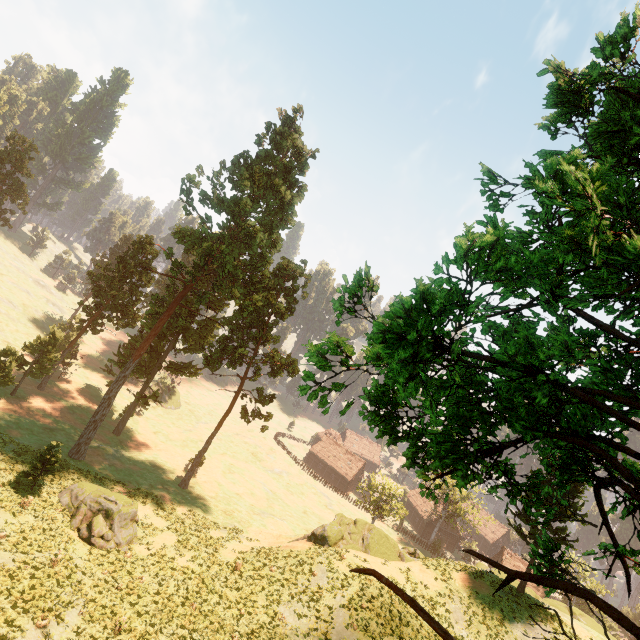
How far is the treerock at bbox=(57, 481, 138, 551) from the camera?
21.67m

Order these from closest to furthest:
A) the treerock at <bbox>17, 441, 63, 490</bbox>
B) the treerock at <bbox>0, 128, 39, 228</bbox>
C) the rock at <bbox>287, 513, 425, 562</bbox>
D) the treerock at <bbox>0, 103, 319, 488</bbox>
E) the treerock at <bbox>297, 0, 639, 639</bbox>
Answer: the treerock at <bbox>297, 0, 639, 639</bbox> → the treerock at <bbox>17, 441, 63, 490</bbox> → the rock at <bbox>287, 513, 425, 562</bbox> → the treerock at <bbox>0, 103, 319, 488</bbox> → the treerock at <bbox>0, 128, 39, 228</bbox>

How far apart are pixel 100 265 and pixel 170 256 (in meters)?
19.05

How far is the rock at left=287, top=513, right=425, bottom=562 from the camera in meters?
27.4

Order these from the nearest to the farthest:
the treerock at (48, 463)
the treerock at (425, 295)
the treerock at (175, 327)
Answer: the treerock at (425, 295)
the treerock at (48, 463)
the treerock at (175, 327)

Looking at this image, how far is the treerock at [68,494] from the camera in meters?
21.7 m

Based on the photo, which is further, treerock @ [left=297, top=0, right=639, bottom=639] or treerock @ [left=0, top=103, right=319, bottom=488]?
treerock @ [left=0, top=103, right=319, bottom=488]
